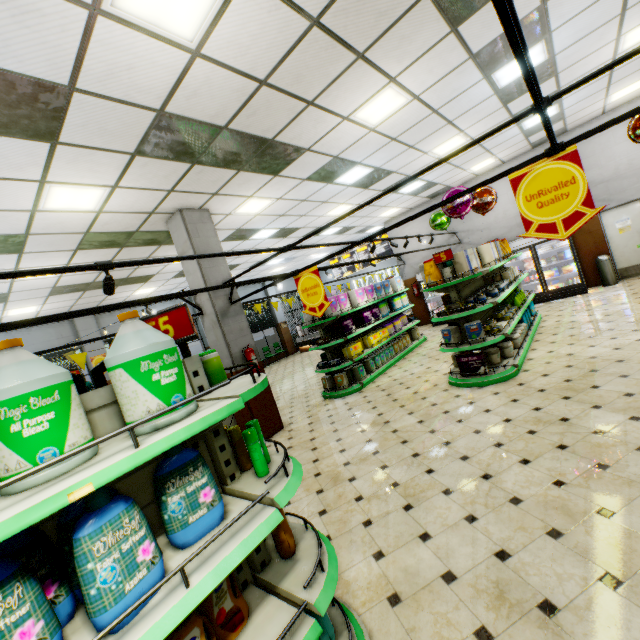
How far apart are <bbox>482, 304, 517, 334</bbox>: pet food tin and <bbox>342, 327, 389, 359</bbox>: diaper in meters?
3.0 m

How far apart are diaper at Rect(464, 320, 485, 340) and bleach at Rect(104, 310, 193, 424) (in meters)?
5.20

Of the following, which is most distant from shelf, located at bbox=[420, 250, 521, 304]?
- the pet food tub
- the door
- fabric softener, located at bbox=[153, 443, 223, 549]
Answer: fabric softener, located at bbox=[153, 443, 223, 549]

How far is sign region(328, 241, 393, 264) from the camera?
16.09m

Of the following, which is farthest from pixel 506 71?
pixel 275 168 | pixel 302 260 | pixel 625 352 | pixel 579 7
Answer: pixel 302 260

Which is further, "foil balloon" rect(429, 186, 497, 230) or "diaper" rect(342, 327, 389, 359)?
"diaper" rect(342, 327, 389, 359)

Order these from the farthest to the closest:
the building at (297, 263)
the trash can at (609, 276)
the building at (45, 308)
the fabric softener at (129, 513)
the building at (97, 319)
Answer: the building at (297, 263)
the building at (97, 319)
the trash can at (609, 276)
the building at (45, 308)
the fabric softener at (129, 513)

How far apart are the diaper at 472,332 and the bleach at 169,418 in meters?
5.2 m
